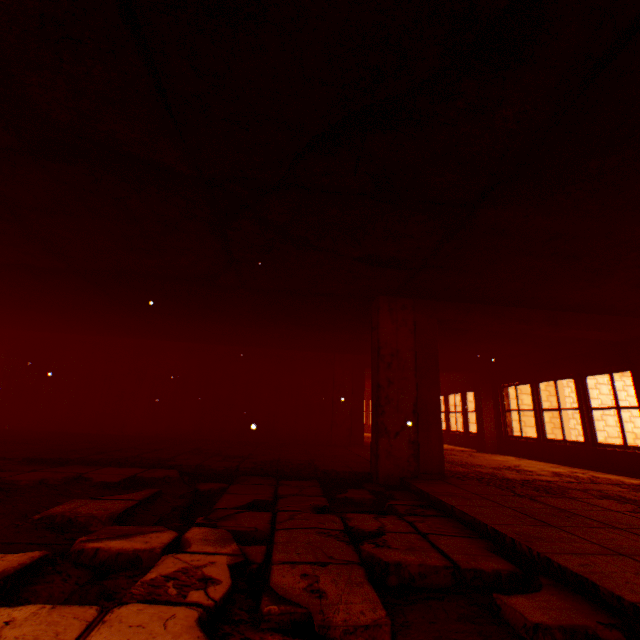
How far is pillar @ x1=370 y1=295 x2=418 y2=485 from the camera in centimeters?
448cm

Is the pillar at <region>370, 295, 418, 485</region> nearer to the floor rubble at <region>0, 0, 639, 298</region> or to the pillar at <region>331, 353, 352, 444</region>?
the floor rubble at <region>0, 0, 639, 298</region>

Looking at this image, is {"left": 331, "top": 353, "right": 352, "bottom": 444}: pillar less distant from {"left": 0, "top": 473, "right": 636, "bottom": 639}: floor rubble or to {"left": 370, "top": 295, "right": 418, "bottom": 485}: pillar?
{"left": 370, "top": 295, "right": 418, "bottom": 485}: pillar

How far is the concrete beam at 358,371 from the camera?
9.3 meters

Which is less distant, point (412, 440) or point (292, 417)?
point (412, 440)

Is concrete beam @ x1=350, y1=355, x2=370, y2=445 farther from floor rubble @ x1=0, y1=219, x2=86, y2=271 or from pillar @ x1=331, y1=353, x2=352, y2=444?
floor rubble @ x1=0, y1=219, x2=86, y2=271

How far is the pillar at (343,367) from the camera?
9.26m

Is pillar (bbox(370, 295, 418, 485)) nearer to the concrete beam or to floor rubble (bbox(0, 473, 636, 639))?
floor rubble (bbox(0, 473, 636, 639))
